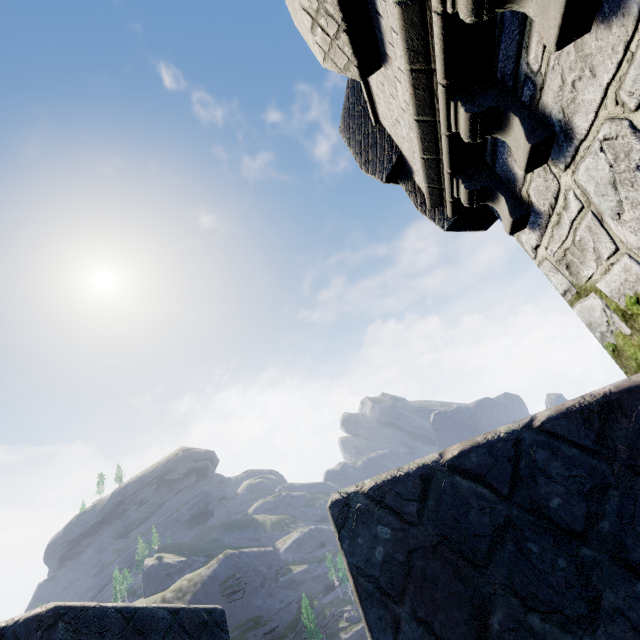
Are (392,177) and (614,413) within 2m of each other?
→ no
